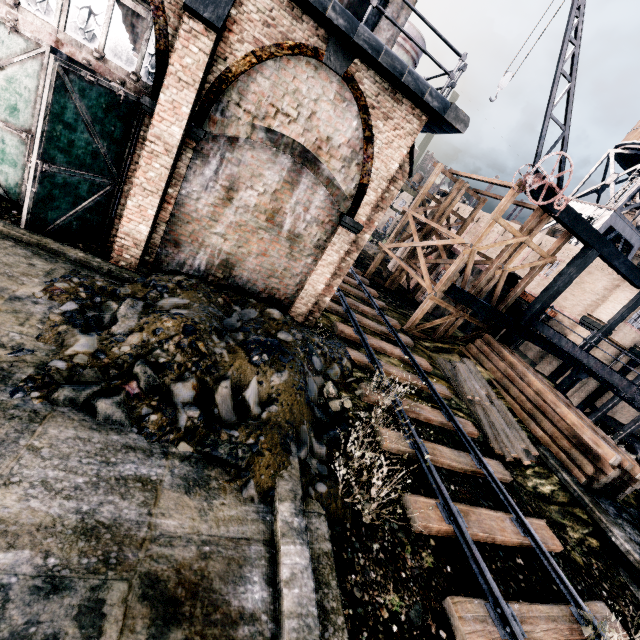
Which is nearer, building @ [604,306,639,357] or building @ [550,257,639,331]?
building @ [550,257,639,331]

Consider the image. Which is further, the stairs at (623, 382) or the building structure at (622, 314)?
the building structure at (622, 314)

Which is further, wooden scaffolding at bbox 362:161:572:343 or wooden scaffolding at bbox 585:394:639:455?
wooden scaffolding at bbox 585:394:639:455

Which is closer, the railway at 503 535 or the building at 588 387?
the railway at 503 535

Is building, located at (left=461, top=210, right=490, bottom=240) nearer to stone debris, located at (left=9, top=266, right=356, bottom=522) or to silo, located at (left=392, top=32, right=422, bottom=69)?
silo, located at (left=392, top=32, right=422, bottom=69)

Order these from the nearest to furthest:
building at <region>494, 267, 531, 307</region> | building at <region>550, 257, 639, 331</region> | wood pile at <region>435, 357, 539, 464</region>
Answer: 1. wood pile at <region>435, 357, 539, 464</region>
2. building at <region>550, 257, 639, 331</region>
3. building at <region>494, 267, 531, 307</region>

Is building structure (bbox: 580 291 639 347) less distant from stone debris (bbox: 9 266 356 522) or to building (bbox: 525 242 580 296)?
building (bbox: 525 242 580 296)

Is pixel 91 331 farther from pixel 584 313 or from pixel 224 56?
pixel 584 313
